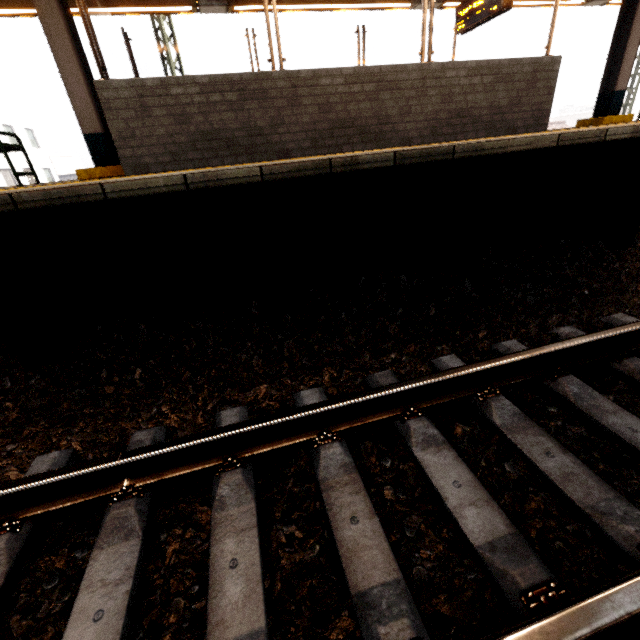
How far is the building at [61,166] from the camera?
40.4 meters

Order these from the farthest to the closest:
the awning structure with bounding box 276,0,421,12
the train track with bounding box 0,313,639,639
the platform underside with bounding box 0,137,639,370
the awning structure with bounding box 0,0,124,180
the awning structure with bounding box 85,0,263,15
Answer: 1. the awning structure with bounding box 276,0,421,12
2. the awning structure with bounding box 85,0,263,15
3. the awning structure with bounding box 0,0,124,180
4. the platform underside with bounding box 0,137,639,370
5. the train track with bounding box 0,313,639,639

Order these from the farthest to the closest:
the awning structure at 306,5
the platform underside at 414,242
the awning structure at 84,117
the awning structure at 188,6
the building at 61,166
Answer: the building at 61,166
the awning structure at 306,5
the awning structure at 188,6
the awning structure at 84,117
the platform underside at 414,242

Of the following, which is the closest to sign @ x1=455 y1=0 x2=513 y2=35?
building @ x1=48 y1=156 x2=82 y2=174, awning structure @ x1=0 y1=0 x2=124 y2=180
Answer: awning structure @ x1=0 y1=0 x2=124 y2=180

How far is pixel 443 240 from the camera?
3.50m

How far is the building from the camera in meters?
40.4 m

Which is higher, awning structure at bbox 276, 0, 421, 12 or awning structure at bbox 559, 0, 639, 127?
awning structure at bbox 276, 0, 421, 12

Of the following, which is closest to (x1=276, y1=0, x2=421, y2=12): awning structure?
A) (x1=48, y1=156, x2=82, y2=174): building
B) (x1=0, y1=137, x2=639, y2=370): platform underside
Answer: (x1=0, y1=137, x2=639, y2=370): platform underside
